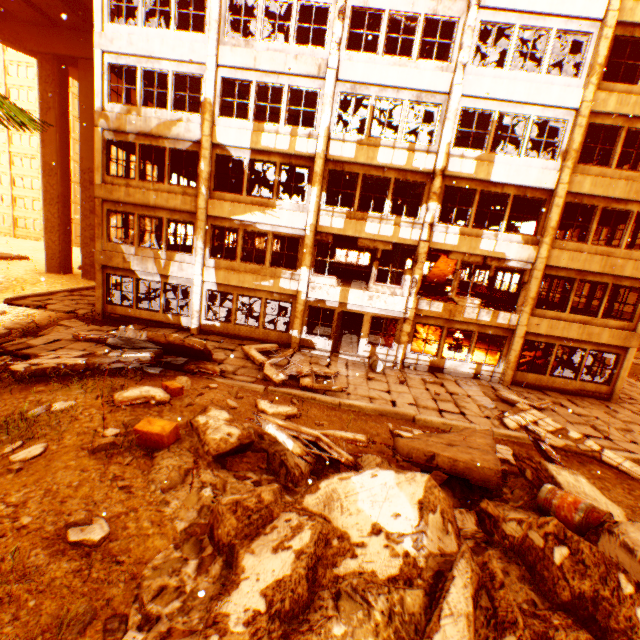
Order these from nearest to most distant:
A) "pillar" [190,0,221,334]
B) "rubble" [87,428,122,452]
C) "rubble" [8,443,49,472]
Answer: "rubble" [8,443,49,472]
"rubble" [87,428,122,452]
"pillar" [190,0,221,334]

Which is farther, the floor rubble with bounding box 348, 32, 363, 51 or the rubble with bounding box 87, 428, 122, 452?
the floor rubble with bounding box 348, 32, 363, 51

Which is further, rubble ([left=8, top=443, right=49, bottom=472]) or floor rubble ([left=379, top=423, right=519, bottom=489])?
floor rubble ([left=379, top=423, right=519, bottom=489])

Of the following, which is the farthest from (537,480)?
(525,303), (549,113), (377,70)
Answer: (377,70)

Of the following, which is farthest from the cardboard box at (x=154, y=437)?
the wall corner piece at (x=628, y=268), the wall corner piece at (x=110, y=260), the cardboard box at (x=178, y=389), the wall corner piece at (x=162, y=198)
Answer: the wall corner piece at (x=162, y=198)

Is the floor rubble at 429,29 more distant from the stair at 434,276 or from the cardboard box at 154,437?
the cardboard box at 154,437

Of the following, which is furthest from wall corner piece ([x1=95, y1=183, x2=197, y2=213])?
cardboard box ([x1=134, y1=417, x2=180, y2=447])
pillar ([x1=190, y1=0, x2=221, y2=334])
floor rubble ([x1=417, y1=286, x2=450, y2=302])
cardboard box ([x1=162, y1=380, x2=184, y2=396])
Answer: floor rubble ([x1=417, y1=286, x2=450, y2=302])

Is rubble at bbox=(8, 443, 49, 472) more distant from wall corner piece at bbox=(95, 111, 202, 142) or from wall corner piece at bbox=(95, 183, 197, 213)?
wall corner piece at bbox=(95, 183, 197, 213)
